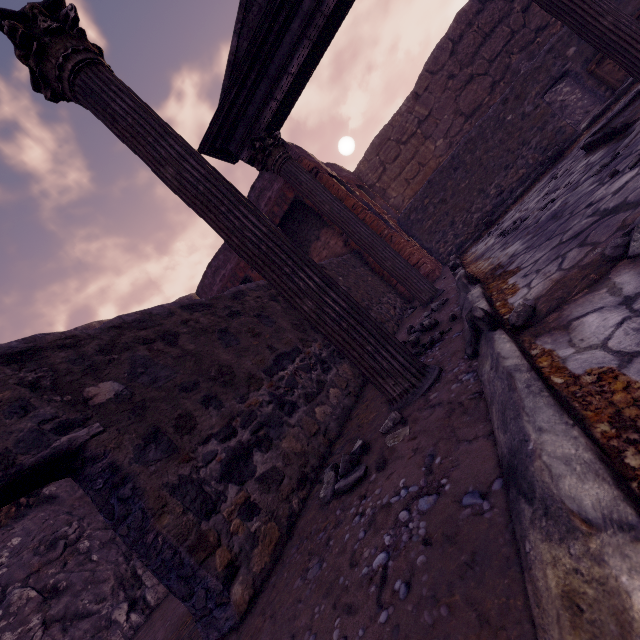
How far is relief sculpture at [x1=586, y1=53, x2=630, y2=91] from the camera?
6.55m

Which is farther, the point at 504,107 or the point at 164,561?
the point at 504,107

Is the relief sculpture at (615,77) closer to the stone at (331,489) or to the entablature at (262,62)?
the entablature at (262,62)

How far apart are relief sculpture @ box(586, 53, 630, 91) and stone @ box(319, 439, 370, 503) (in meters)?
9.27

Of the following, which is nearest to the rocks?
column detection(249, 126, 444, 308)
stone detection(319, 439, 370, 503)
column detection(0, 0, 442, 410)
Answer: column detection(0, 0, 442, 410)

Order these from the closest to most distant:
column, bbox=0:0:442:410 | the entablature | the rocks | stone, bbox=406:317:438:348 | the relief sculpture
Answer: the rocks < column, bbox=0:0:442:410 < stone, bbox=406:317:438:348 < the entablature < the relief sculpture

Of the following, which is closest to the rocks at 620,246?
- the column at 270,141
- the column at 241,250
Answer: the column at 241,250

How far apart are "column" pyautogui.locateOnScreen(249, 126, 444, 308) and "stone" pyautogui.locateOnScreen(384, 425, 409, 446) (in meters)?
3.28
